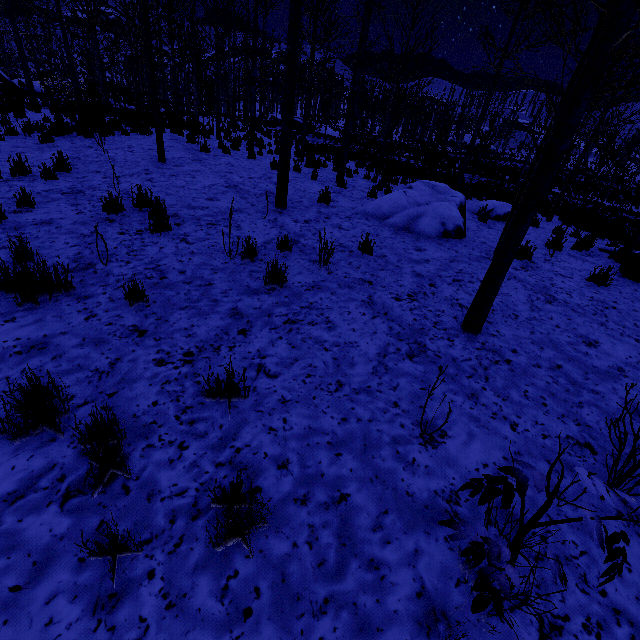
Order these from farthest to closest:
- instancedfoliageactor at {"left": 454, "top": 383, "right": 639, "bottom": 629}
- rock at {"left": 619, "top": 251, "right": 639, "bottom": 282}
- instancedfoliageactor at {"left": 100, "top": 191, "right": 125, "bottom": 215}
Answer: rock at {"left": 619, "top": 251, "right": 639, "bottom": 282} → instancedfoliageactor at {"left": 100, "top": 191, "right": 125, "bottom": 215} → instancedfoliageactor at {"left": 454, "top": 383, "right": 639, "bottom": 629}

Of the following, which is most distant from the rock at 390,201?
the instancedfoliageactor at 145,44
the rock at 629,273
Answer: the rock at 629,273

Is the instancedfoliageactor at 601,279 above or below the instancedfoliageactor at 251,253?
above

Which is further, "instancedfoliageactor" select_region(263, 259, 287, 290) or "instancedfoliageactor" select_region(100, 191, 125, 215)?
"instancedfoliageactor" select_region(100, 191, 125, 215)

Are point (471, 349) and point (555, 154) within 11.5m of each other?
yes

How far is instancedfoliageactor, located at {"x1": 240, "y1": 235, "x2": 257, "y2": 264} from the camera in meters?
4.6
